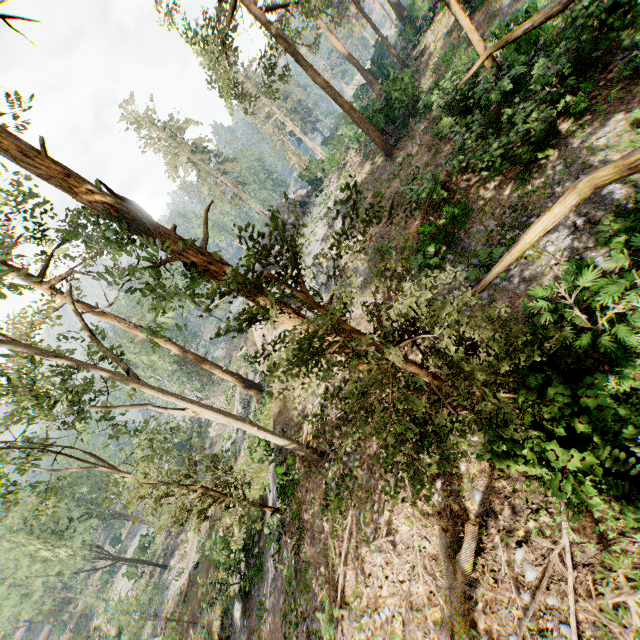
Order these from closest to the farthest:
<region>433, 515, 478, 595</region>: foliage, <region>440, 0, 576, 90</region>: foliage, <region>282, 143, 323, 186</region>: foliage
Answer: <region>440, 0, 576, 90</region>: foliage
<region>433, 515, 478, 595</region>: foliage
<region>282, 143, 323, 186</region>: foliage

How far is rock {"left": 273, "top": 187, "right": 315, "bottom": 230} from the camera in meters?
40.2

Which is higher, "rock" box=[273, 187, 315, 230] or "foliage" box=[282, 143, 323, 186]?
"foliage" box=[282, 143, 323, 186]

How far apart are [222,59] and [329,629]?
27.2m

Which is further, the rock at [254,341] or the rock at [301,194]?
the rock at [301,194]

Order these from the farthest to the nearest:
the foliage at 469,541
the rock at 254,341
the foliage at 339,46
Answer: the rock at 254,341 < the foliage at 339,46 < the foliage at 469,541
